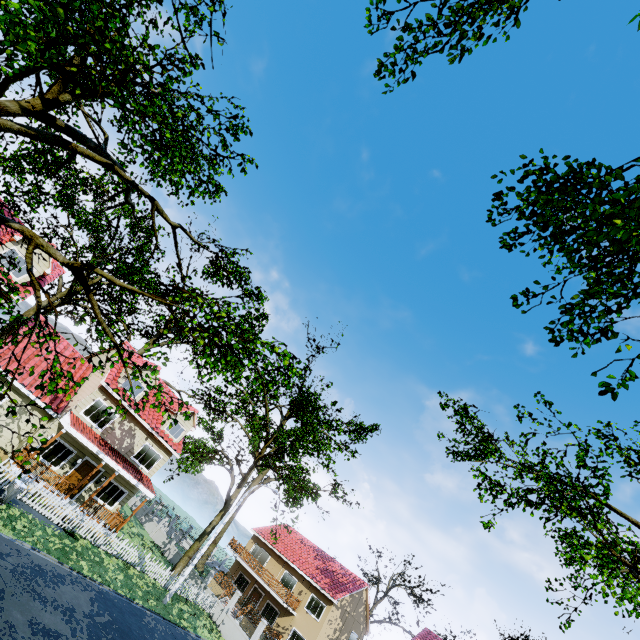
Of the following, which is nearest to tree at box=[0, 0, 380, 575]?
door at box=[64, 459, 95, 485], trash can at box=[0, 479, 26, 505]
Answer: door at box=[64, 459, 95, 485]

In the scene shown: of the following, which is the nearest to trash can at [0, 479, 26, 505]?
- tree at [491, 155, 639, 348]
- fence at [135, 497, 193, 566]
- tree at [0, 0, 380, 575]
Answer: fence at [135, 497, 193, 566]

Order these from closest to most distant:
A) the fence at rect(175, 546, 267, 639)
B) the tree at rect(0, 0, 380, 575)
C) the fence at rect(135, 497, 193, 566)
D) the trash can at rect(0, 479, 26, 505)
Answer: the tree at rect(0, 0, 380, 575) < the trash can at rect(0, 479, 26, 505) < the fence at rect(175, 546, 267, 639) < the fence at rect(135, 497, 193, 566)

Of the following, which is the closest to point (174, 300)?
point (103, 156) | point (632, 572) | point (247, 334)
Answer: point (103, 156)

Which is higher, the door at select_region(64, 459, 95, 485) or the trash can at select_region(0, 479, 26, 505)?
the door at select_region(64, 459, 95, 485)

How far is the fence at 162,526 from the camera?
30.8 meters

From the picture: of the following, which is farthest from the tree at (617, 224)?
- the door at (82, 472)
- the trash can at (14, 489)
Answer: the door at (82, 472)

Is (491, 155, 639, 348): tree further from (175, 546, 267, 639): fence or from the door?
the door
